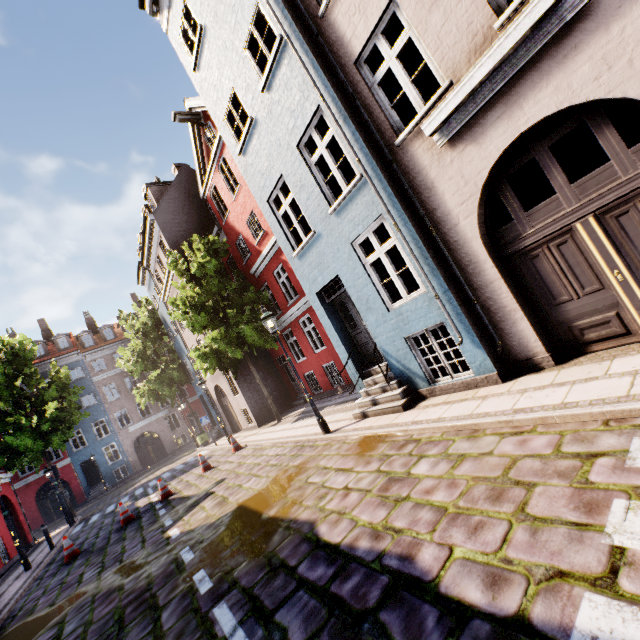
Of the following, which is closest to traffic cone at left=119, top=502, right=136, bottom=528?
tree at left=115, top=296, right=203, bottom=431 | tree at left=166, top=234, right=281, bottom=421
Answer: tree at left=166, top=234, right=281, bottom=421

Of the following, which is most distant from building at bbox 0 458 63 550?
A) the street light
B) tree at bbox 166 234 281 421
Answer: the street light

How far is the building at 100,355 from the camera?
30.3 meters

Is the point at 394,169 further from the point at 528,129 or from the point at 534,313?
the point at 534,313

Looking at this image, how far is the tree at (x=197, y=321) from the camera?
14.24m

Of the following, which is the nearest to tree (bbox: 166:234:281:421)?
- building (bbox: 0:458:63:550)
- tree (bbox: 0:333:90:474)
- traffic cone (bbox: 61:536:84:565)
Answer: building (bbox: 0:458:63:550)

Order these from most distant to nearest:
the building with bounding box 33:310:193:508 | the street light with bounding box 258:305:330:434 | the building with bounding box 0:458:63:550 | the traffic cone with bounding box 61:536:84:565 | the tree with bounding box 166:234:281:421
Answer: the building with bounding box 33:310:193:508 → the building with bounding box 0:458:63:550 → the tree with bounding box 166:234:281:421 → the traffic cone with bounding box 61:536:84:565 → the street light with bounding box 258:305:330:434

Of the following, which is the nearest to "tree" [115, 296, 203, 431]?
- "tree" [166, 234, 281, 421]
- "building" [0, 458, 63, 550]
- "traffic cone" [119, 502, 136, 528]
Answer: "building" [0, 458, 63, 550]
